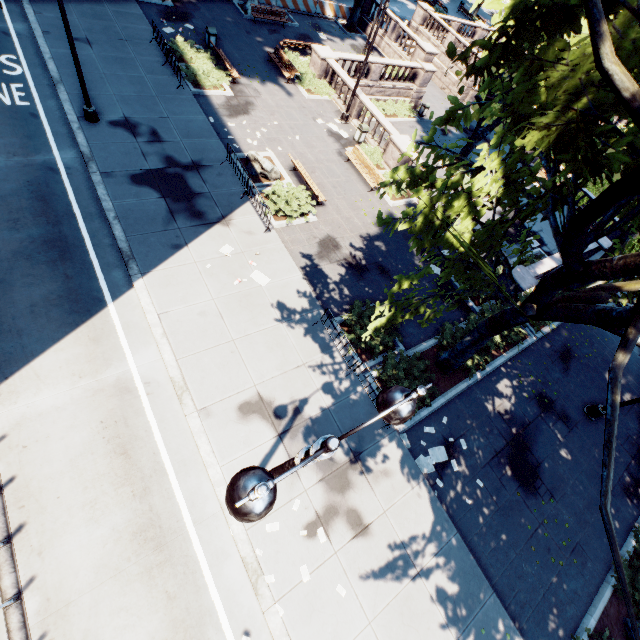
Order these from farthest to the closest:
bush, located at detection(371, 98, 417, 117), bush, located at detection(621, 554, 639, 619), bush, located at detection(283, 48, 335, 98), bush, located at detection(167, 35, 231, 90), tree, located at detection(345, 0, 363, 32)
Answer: tree, located at detection(345, 0, 363, 32)
bush, located at detection(371, 98, 417, 117)
bush, located at detection(283, 48, 335, 98)
bush, located at detection(167, 35, 231, 90)
bush, located at detection(621, 554, 639, 619)

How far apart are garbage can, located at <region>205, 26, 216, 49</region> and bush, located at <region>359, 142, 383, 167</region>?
11.2 meters

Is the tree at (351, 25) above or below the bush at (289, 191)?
above

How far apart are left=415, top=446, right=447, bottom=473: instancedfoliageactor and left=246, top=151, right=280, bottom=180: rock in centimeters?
1378cm

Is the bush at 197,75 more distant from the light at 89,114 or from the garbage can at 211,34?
the light at 89,114

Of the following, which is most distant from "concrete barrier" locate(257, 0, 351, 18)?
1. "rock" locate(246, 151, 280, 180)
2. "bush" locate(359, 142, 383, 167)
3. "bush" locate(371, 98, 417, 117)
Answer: "rock" locate(246, 151, 280, 180)

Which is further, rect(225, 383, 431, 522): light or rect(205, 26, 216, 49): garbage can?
rect(205, 26, 216, 49): garbage can

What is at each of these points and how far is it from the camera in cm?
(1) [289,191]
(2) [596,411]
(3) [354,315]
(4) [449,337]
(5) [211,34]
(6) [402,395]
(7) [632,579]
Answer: (1) bush, 1538
(2) light, 1438
(3) bush, 1263
(4) bush, 1394
(5) garbage can, 1969
(6) light, 364
(7) bush, 1103
